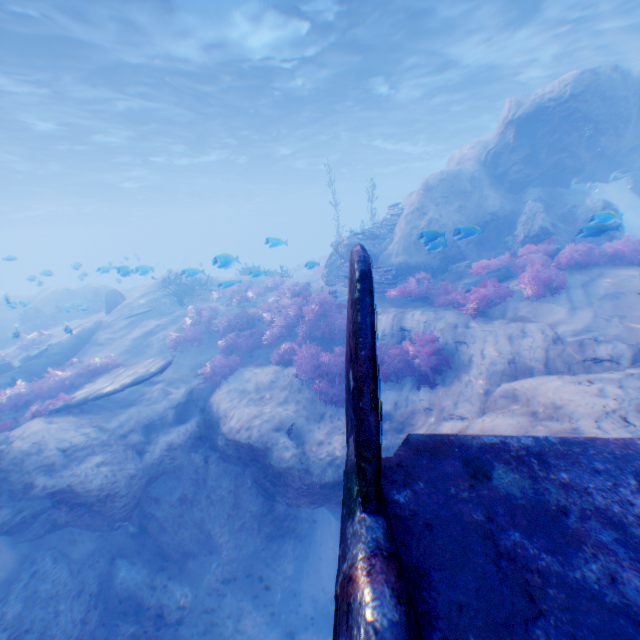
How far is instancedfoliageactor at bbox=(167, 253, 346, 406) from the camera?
9.9 meters

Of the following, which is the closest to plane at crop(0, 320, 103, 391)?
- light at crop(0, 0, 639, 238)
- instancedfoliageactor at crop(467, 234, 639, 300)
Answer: instancedfoliageactor at crop(467, 234, 639, 300)

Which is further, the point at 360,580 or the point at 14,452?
the point at 14,452

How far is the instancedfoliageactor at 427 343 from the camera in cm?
864

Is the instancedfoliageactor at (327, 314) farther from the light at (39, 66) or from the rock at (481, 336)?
the light at (39, 66)

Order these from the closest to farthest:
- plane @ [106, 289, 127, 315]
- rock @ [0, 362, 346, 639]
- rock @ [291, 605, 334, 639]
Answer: rock @ [0, 362, 346, 639] → rock @ [291, 605, 334, 639] → plane @ [106, 289, 127, 315]
